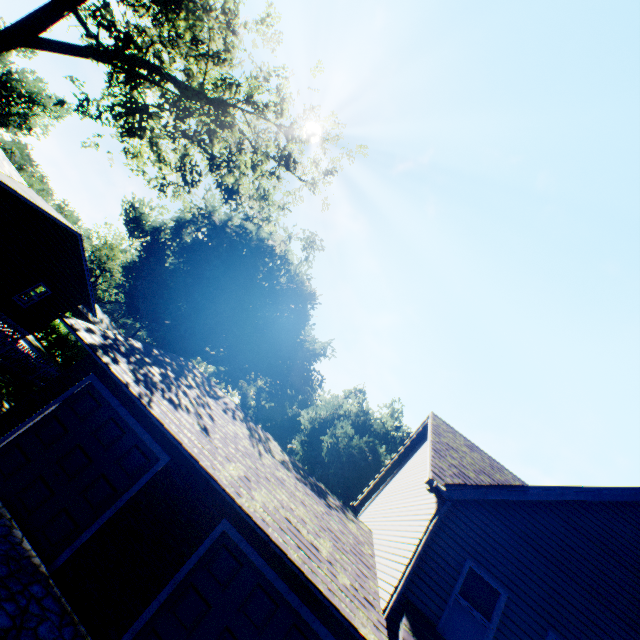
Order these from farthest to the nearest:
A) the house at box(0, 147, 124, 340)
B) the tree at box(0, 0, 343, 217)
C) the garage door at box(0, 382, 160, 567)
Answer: the house at box(0, 147, 124, 340) < the tree at box(0, 0, 343, 217) < the garage door at box(0, 382, 160, 567)

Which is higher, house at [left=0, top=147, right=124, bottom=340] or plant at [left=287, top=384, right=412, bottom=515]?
plant at [left=287, top=384, right=412, bottom=515]

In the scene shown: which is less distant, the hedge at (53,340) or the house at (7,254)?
the house at (7,254)

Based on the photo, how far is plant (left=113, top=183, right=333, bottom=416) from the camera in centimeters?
3109cm

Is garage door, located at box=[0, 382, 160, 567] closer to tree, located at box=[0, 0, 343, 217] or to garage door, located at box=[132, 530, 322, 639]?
garage door, located at box=[132, 530, 322, 639]

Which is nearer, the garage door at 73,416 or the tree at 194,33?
the garage door at 73,416

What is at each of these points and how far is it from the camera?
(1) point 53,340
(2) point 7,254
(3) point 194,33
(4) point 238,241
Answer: (1) hedge, 29.7m
(2) house, 16.6m
(3) tree, 11.8m
(4) plant, 35.2m
